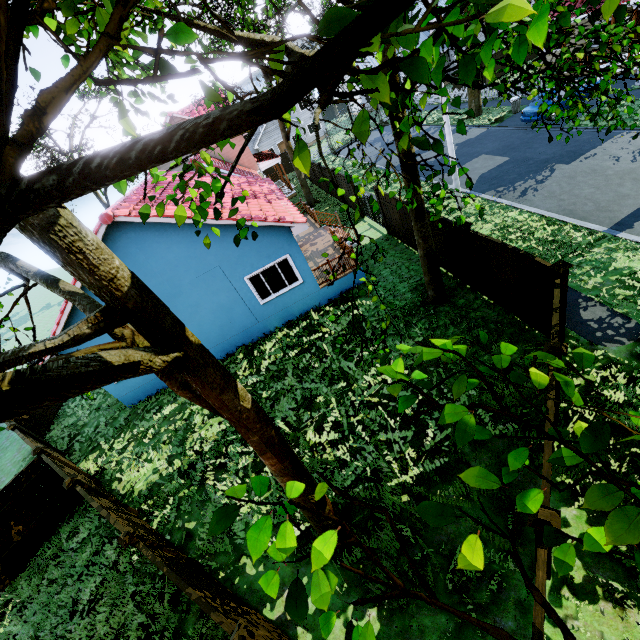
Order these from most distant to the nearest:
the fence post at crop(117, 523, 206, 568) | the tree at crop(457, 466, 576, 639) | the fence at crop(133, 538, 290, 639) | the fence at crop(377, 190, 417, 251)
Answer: the fence at crop(377, 190, 417, 251)
the fence post at crop(117, 523, 206, 568)
the fence at crop(133, 538, 290, 639)
the tree at crop(457, 466, 576, 639)

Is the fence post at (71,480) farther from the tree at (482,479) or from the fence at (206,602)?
the tree at (482,479)

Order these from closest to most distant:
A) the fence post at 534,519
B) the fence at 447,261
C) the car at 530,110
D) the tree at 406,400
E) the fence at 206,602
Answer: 1. the tree at 406,400
2. the fence post at 534,519
3. the fence at 206,602
4. the fence at 447,261
5. the car at 530,110

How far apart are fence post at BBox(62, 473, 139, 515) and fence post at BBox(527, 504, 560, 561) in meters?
10.0 m

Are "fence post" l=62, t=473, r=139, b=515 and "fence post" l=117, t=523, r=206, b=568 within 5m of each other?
yes

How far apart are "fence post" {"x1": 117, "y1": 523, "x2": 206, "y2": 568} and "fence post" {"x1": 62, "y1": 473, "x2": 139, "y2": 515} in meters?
3.0 m

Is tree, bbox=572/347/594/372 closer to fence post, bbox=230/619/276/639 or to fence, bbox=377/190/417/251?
fence, bbox=377/190/417/251

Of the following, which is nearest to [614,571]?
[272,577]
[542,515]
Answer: [542,515]
